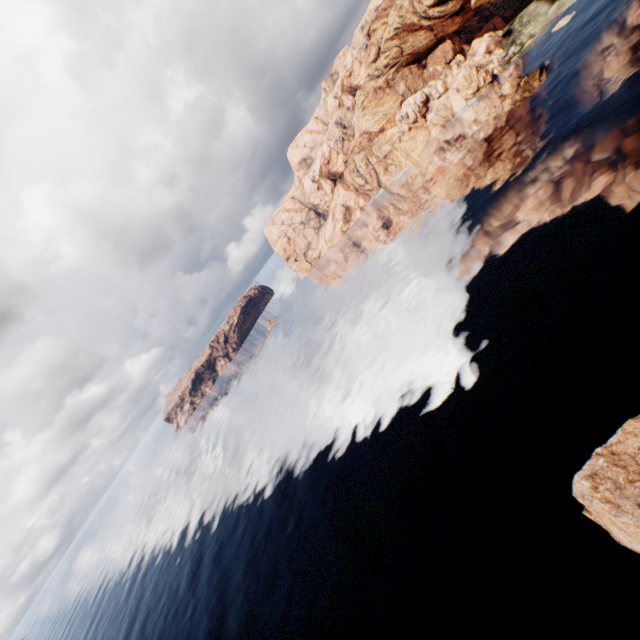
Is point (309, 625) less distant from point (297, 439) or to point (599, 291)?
point (297, 439)
